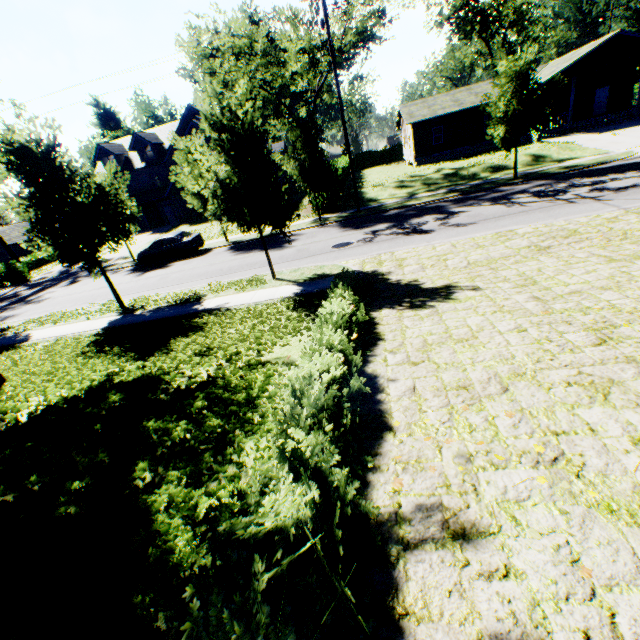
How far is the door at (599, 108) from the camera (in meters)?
30.55

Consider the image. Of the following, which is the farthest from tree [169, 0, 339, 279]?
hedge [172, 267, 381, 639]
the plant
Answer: the plant

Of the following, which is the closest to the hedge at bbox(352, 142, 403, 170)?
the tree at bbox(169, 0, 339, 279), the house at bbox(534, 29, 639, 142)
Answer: the house at bbox(534, 29, 639, 142)

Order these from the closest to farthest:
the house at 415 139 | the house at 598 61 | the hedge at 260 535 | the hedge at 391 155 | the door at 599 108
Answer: the hedge at 260 535 → the house at 598 61 → the door at 599 108 → the house at 415 139 → the hedge at 391 155

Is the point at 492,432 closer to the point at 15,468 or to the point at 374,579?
the point at 374,579

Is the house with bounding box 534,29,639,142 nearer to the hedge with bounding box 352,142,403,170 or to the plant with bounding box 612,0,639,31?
the hedge with bounding box 352,142,403,170

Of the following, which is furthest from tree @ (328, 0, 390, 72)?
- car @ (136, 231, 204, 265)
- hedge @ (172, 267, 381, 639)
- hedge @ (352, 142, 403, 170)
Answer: hedge @ (352, 142, 403, 170)

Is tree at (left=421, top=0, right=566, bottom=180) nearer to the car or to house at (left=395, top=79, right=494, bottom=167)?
the car
